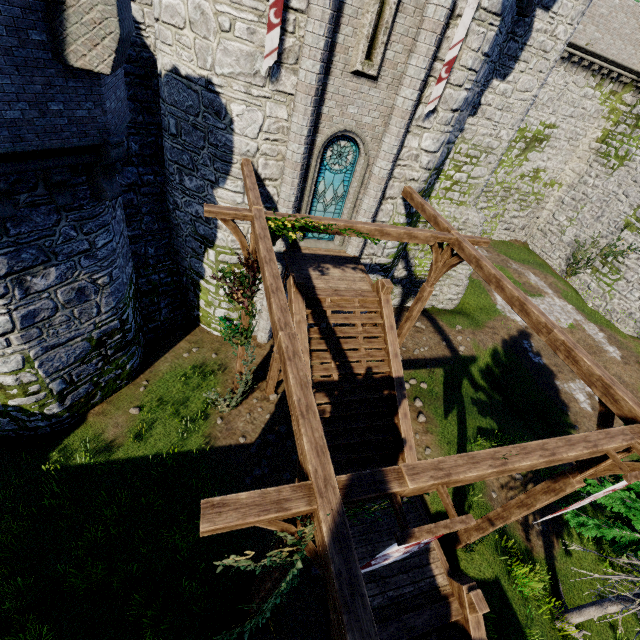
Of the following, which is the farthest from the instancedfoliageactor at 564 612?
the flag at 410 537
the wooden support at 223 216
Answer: the wooden support at 223 216

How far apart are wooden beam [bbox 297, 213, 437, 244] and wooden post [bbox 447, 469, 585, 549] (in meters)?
6.04

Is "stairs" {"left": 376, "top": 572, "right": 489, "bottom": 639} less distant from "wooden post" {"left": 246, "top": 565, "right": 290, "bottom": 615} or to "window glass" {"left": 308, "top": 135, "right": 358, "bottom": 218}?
"wooden post" {"left": 246, "top": 565, "right": 290, "bottom": 615}

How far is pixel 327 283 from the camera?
10.7m

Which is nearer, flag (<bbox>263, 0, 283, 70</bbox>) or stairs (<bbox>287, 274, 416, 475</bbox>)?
flag (<bbox>263, 0, 283, 70</bbox>)

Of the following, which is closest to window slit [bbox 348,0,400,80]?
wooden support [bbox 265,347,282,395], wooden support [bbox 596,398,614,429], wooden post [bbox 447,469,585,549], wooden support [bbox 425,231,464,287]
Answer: wooden support [bbox 425,231,464,287]

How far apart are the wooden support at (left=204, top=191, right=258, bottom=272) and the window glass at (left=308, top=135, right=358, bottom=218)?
3.3 meters

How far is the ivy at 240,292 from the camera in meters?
8.1 m
